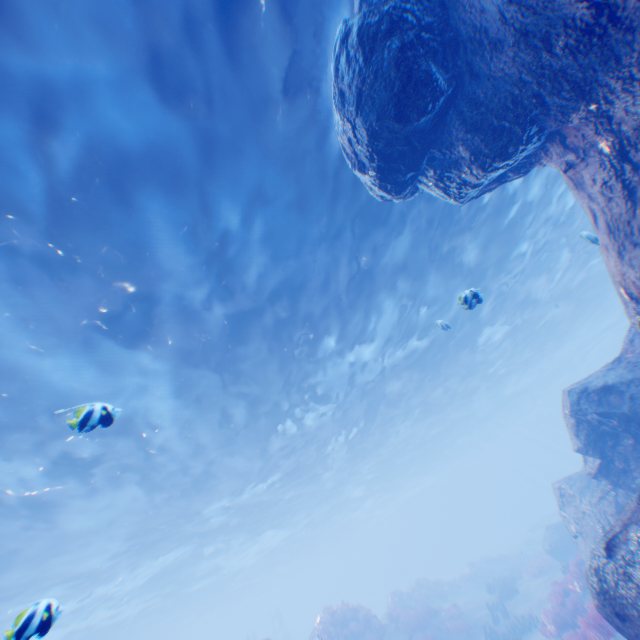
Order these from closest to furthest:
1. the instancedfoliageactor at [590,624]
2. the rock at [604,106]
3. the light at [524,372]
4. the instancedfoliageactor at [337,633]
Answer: the rock at [604,106] → the light at [524,372] → the instancedfoliageactor at [590,624] → the instancedfoliageactor at [337,633]

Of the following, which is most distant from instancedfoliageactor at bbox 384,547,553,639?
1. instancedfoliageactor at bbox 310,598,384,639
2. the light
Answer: the light

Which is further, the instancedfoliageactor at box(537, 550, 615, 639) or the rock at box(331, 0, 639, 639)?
the instancedfoliageactor at box(537, 550, 615, 639)

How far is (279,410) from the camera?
17.8m

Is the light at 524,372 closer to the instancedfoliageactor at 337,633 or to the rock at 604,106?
the rock at 604,106

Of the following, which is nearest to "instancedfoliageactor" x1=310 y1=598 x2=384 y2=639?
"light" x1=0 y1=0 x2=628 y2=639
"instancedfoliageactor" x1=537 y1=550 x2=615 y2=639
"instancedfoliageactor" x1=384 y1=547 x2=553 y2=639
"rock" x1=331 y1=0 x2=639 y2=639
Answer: "instancedfoliageactor" x1=384 y1=547 x2=553 y2=639

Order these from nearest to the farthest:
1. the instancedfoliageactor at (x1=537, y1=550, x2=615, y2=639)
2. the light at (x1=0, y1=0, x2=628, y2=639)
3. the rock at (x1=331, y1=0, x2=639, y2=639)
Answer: the rock at (x1=331, y1=0, x2=639, y2=639)
the light at (x1=0, y1=0, x2=628, y2=639)
the instancedfoliageactor at (x1=537, y1=550, x2=615, y2=639)

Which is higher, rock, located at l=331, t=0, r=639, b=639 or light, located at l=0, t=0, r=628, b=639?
light, located at l=0, t=0, r=628, b=639
